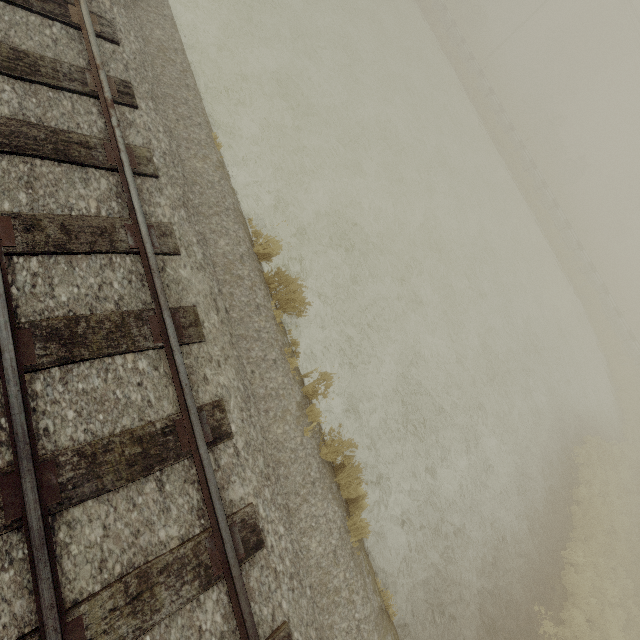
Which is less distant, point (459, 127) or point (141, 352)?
point (141, 352)
